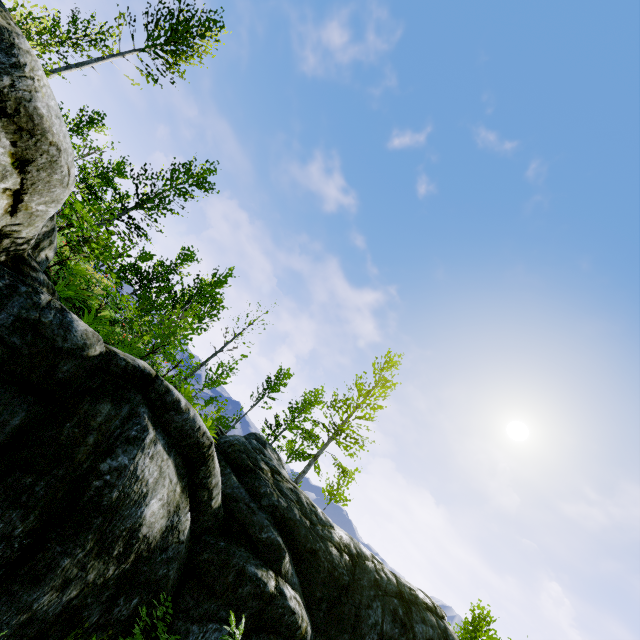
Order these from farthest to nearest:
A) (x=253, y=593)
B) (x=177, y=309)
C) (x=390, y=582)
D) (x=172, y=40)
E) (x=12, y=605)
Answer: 1. (x=177, y=309)
2. (x=172, y=40)
3. (x=390, y=582)
4. (x=253, y=593)
5. (x=12, y=605)

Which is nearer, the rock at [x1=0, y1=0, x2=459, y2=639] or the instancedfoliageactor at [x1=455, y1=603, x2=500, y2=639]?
the rock at [x1=0, y1=0, x2=459, y2=639]

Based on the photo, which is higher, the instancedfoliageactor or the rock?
the instancedfoliageactor

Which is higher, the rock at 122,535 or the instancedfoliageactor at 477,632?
the instancedfoliageactor at 477,632

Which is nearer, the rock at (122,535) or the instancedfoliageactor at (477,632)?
the rock at (122,535)
